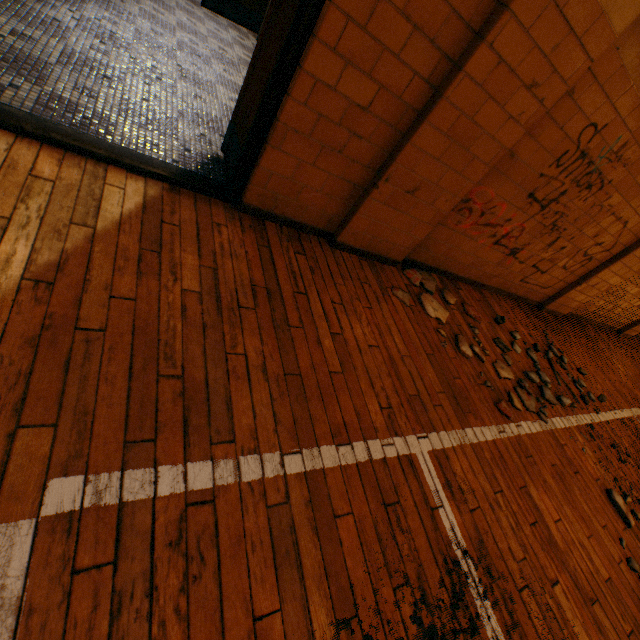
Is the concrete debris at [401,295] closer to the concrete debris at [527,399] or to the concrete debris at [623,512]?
the concrete debris at [527,399]

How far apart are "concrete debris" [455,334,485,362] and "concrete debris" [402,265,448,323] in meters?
0.2 m

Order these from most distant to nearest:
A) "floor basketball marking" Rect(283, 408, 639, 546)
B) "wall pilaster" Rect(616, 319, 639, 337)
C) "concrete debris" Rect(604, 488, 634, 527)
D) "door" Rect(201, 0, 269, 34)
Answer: "wall pilaster" Rect(616, 319, 639, 337) → "door" Rect(201, 0, 269, 34) → "concrete debris" Rect(604, 488, 634, 527) → "floor basketball marking" Rect(283, 408, 639, 546)

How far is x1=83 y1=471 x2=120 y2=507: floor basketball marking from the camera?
1.0m

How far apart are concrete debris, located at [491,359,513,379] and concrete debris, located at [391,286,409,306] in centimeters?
105cm

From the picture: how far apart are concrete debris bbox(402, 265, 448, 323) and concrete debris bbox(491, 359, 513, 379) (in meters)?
0.62

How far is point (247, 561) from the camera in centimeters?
112cm

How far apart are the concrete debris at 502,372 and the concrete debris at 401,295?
1.1 meters
